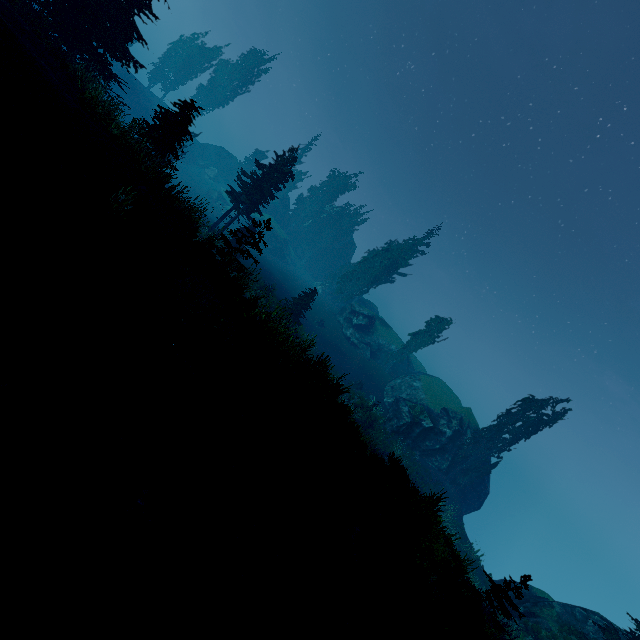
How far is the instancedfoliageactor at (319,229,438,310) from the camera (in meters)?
48.62

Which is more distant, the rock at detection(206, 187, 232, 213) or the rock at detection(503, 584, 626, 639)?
the rock at detection(206, 187, 232, 213)

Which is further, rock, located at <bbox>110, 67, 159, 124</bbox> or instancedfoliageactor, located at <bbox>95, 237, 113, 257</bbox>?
rock, located at <bbox>110, 67, 159, 124</bbox>

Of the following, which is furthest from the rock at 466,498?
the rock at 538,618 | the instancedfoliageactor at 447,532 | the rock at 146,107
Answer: the rock at 538,618

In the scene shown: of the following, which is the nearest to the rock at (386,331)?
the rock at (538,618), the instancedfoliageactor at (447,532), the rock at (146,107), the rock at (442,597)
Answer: the instancedfoliageactor at (447,532)

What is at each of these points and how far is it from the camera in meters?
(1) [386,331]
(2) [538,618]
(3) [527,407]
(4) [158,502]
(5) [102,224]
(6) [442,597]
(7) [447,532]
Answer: (1) rock, 48.5
(2) rock, 19.6
(3) instancedfoliageactor, 30.5
(4) instancedfoliageactor, 4.2
(5) instancedfoliageactor, 7.0
(6) rock, 8.4
(7) instancedfoliageactor, 25.6

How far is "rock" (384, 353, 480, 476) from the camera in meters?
31.4
